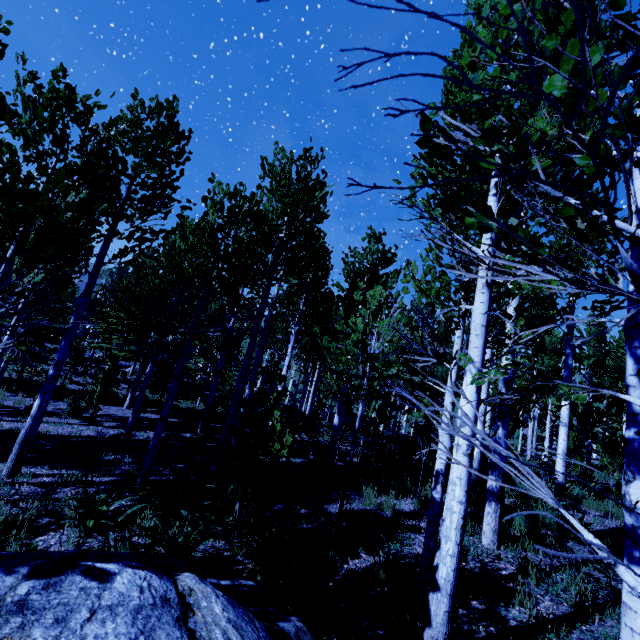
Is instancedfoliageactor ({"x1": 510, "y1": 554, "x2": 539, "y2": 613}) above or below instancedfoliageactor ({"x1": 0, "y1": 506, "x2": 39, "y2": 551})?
above

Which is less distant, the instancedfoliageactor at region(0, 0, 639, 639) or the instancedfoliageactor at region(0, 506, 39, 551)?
the instancedfoliageactor at region(0, 0, 639, 639)

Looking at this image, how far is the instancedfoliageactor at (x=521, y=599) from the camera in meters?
4.1 m

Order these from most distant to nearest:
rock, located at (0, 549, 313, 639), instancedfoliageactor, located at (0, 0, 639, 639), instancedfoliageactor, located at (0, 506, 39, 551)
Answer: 1. instancedfoliageactor, located at (0, 506, 39, 551)
2. rock, located at (0, 549, 313, 639)
3. instancedfoliageactor, located at (0, 0, 639, 639)

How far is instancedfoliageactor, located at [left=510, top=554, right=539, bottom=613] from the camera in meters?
4.1 m

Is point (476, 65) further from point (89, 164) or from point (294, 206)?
point (294, 206)

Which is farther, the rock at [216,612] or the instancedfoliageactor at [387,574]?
the instancedfoliageactor at [387,574]
